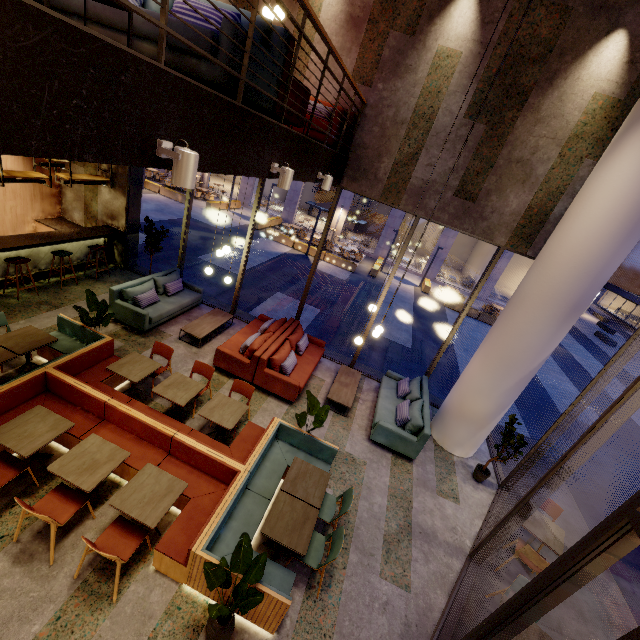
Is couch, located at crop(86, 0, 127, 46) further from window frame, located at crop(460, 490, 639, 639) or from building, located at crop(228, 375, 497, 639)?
window frame, located at crop(460, 490, 639, 639)

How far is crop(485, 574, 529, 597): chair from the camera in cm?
455

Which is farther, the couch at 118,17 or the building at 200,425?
the building at 200,425

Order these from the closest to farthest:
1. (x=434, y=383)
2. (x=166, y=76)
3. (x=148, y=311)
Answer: (x=166, y=76) < (x=148, y=311) < (x=434, y=383)

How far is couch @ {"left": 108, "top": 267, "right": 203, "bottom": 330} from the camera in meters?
7.7

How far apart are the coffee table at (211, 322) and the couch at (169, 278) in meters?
0.6 m

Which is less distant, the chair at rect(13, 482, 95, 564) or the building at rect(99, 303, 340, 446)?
the chair at rect(13, 482, 95, 564)

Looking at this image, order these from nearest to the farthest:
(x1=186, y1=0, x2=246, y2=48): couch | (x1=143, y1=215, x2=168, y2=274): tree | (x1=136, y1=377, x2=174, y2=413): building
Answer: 1. (x1=186, y1=0, x2=246, y2=48): couch
2. (x1=136, y1=377, x2=174, y2=413): building
3. (x1=143, y1=215, x2=168, y2=274): tree
